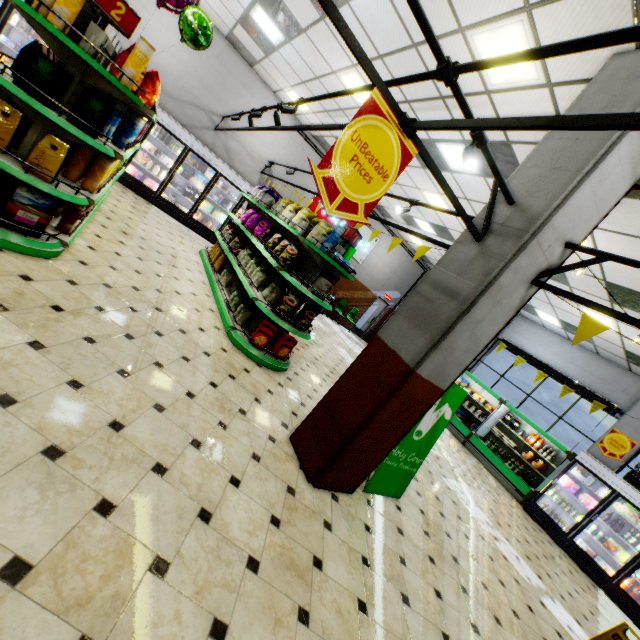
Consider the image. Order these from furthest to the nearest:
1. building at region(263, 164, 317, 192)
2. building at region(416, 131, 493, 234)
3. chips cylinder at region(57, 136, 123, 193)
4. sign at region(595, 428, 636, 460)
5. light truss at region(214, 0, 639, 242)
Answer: building at region(263, 164, 317, 192)
sign at region(595, 428, 636, 460)
building at region(416, 131, 493, 234)
chips cylinder at region(57, 136, 123, 193)
light truss at region(214, 0, 639, 242)

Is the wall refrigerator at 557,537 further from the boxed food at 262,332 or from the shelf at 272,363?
the boxed food at 262,332

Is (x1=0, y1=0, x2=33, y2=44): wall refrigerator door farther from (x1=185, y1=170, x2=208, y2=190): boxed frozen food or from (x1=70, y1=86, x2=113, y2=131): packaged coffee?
(x1=70, y1=86, x2=113, y2=131): packaged coffee

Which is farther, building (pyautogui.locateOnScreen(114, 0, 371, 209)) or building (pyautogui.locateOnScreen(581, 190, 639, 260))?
building (pyautogui.locateOnScreen(114, 0, 371, 209))

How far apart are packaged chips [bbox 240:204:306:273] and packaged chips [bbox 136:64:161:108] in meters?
2.5 m

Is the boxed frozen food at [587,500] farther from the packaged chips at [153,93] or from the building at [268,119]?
the packaged chips at [153,93]

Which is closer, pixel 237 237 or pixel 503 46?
pixel 503 46

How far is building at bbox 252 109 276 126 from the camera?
10.3m
